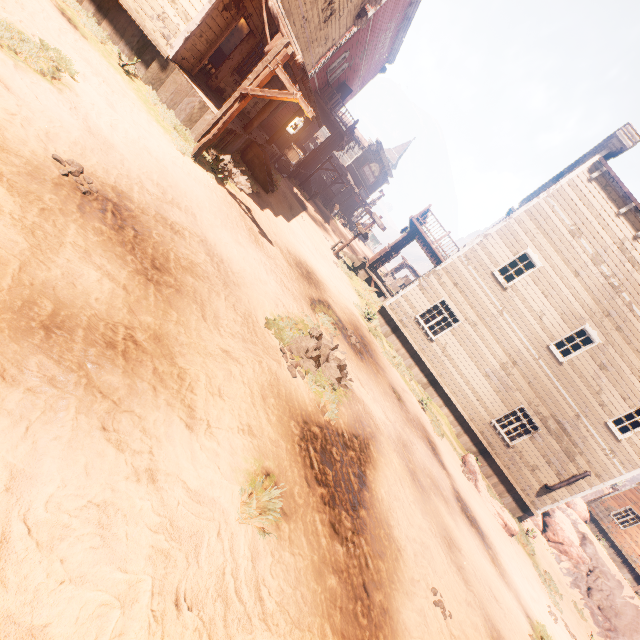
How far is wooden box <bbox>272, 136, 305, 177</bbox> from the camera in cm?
2034

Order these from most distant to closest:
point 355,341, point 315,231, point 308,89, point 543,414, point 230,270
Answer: point 315,231 < point 543,414 < point 308,89 < point 355,341 < point 230,270

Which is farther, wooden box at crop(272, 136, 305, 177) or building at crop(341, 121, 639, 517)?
wooden box at crop(272, 136, 305, 177)

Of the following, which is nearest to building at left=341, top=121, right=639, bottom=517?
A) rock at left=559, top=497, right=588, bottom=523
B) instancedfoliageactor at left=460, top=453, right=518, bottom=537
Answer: rock at left=559, top=497, right=588, bottom=523

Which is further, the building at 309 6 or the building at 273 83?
the building at 273 83

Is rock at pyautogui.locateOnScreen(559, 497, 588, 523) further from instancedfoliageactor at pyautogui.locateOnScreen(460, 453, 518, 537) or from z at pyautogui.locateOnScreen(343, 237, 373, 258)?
instancedfoliageactor at pyautogui.locateOnScreen(460, 453, 518, 537)

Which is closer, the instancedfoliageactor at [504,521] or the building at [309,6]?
the building at [309,6]

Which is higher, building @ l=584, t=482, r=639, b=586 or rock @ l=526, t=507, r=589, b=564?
building @ l=584, t=482, r=639, b=586
